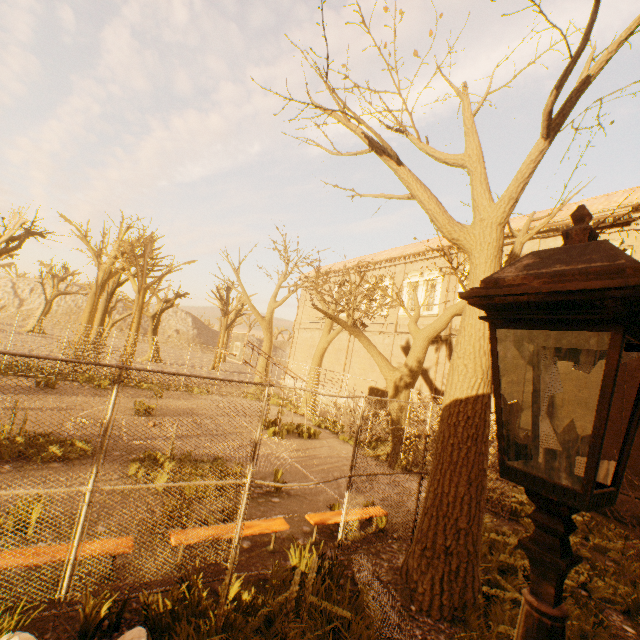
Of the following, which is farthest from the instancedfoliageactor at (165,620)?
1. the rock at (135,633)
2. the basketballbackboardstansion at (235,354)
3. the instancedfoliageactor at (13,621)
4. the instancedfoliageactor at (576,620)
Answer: the basketballbackboardstansion at (235,354)

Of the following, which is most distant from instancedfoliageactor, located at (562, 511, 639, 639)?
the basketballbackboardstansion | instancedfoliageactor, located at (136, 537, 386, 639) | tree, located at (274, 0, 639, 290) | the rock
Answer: the basketballbackboardstansion

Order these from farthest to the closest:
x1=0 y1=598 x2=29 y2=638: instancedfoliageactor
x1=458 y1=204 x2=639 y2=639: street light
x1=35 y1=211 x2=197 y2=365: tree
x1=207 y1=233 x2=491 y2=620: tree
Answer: x1=35 y1=211 x2=197 y2=365: tree
x1=207 y1=233 x2=491 y2=620: tree
x1=0 y1=598 x2=29 y2=638: instancedfoliageactor
x1=458 y1=204 x2=639 y2=639: street light

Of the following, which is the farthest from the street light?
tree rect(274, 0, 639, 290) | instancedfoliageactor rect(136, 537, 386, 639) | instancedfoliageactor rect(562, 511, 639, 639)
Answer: instancedfoliageactor rect(562, 511, 639, 639)

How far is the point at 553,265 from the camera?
0.9 meters

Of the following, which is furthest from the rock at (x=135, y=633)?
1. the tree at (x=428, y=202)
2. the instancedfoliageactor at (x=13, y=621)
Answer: the tree at (x=428, y=202)

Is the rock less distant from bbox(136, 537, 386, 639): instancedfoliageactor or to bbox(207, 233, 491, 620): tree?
bbox(136, 537, 386, 639): instancedfoliageactor

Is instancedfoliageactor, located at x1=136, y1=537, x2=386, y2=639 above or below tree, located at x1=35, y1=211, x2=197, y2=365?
below
